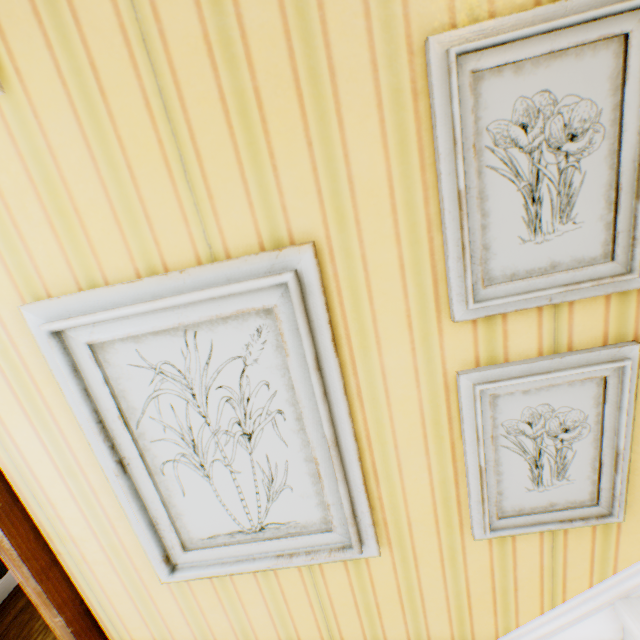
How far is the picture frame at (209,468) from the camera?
0.77m

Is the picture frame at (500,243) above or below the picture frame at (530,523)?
above

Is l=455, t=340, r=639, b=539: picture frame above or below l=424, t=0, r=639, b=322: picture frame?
below

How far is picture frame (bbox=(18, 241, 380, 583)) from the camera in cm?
77

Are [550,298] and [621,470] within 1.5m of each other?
yes
